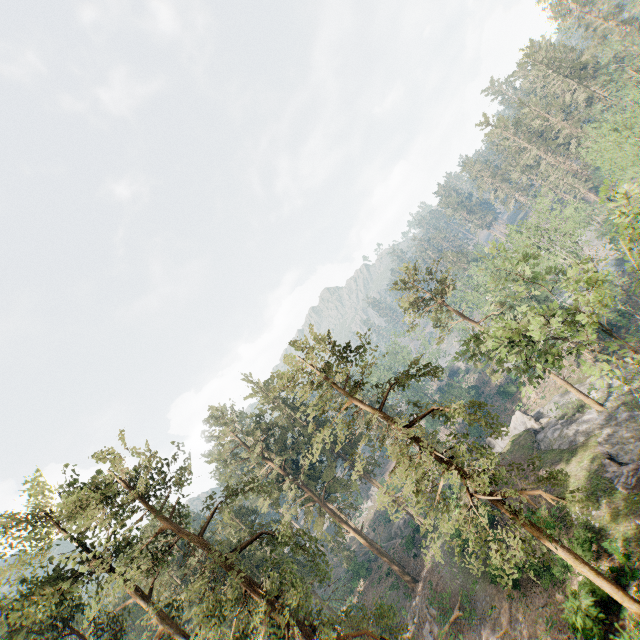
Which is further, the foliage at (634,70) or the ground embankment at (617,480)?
the ground embankment at (617,480)

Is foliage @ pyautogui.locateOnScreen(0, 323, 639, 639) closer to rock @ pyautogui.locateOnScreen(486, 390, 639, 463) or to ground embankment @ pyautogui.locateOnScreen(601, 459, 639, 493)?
rock @ pyautogui.locateOnScreen(486, 390, 639, 463)

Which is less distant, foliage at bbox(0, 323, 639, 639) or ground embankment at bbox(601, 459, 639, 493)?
foliage at bbox(0, 323, 639, 639)

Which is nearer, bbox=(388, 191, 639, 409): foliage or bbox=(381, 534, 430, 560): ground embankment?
bbox=(388, 191, 639, 409): foliage

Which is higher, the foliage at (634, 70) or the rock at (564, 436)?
the foliage at (634, 70)

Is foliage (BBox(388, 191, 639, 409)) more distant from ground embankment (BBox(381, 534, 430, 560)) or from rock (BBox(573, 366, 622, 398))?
ground embankment (BBox(381, 534, 430, 560))

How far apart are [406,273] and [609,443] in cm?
2340
